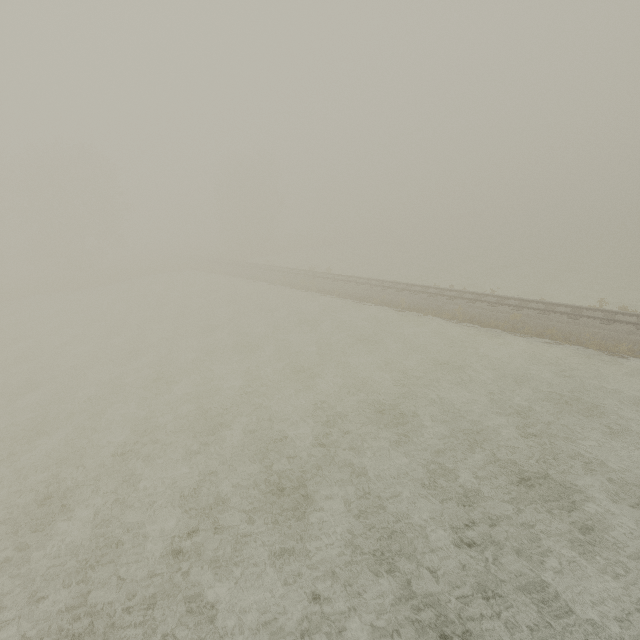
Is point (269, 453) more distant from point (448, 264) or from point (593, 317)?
point (448, 264)
